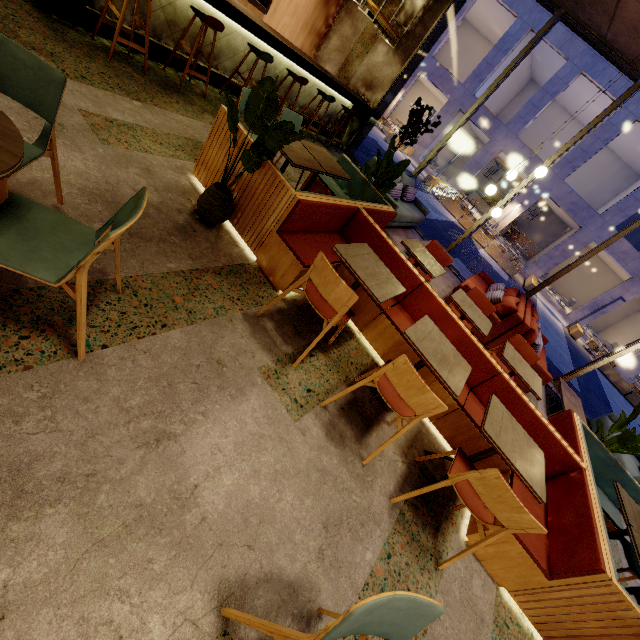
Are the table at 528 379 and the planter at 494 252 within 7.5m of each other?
no

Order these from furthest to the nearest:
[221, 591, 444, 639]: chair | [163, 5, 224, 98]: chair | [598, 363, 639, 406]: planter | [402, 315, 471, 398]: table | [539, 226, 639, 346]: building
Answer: [539, 226, 639, 346]: building < [598, 363, 639, 406]: planter < [163, 5, 224, 98]: chair < [402, 315, 471, 398]: table < [221, 591, 444, 639]: chair

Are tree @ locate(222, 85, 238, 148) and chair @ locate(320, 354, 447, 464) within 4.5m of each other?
yes

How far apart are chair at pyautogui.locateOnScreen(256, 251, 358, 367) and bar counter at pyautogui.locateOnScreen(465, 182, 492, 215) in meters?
29.0 m

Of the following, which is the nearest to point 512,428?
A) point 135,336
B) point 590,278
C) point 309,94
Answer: point 135,336

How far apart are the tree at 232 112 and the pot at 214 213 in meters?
0.1 m

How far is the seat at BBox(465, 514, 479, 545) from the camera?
2.6m

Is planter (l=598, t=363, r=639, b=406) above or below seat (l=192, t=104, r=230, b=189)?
below
